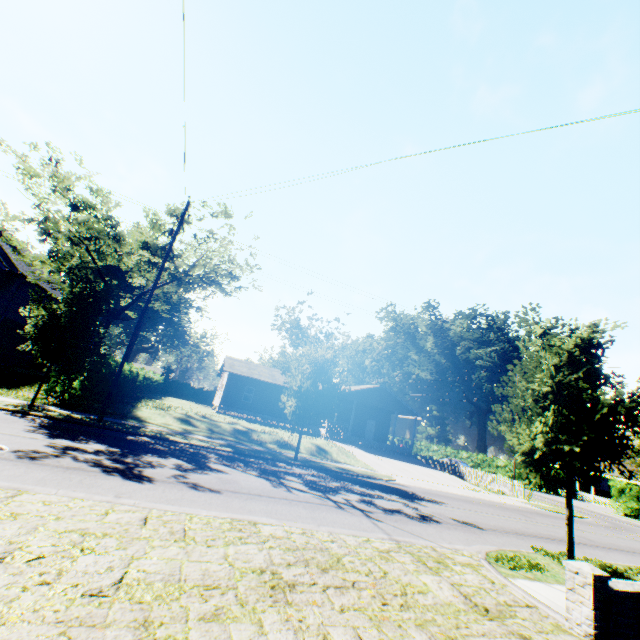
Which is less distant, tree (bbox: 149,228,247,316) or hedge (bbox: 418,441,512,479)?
tree (bbox: 149,228,247,316)

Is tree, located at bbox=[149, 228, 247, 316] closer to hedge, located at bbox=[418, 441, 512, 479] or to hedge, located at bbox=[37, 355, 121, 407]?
hedge, located at bbox=[37, 355, 121, 407]

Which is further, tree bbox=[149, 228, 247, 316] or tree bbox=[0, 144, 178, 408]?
tree bbox=[149, 228, 247, 316]

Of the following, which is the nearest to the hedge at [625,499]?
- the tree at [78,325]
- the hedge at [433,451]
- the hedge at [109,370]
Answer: the hedge at [433,451]

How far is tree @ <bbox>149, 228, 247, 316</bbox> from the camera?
20.3m

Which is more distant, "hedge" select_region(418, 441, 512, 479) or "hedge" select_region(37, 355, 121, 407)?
"hedge" select_region(418, 441, 512, 479)

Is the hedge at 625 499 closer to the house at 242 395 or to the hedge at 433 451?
the hedge at 433 451

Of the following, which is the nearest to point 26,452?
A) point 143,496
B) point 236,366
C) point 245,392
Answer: point 143,496
